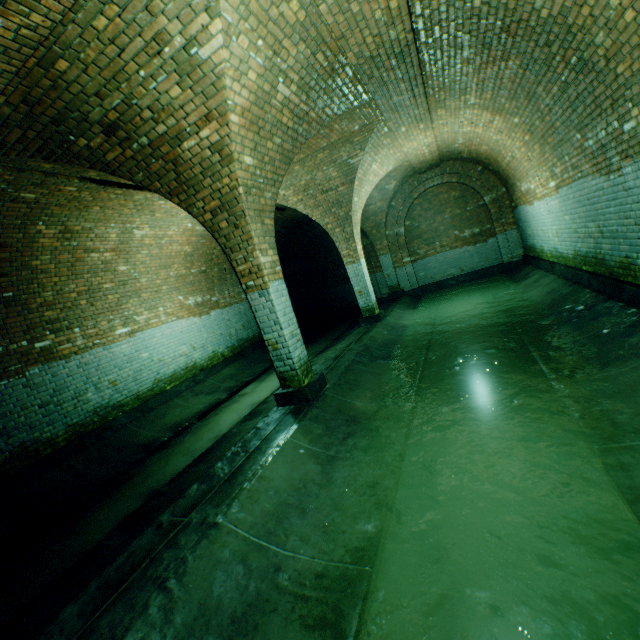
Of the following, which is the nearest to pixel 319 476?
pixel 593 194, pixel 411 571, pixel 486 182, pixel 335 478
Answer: pixel 335 478

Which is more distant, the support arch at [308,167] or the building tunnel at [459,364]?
the support arch at [308,167]

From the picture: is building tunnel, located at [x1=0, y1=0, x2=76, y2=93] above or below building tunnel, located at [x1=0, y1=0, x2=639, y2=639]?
above

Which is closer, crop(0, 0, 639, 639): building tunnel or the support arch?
crop(0, 0, 639, 639): building tunnel

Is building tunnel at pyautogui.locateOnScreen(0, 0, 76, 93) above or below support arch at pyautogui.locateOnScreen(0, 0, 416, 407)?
above

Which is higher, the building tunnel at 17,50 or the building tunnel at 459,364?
the building tunnel at 17,50
